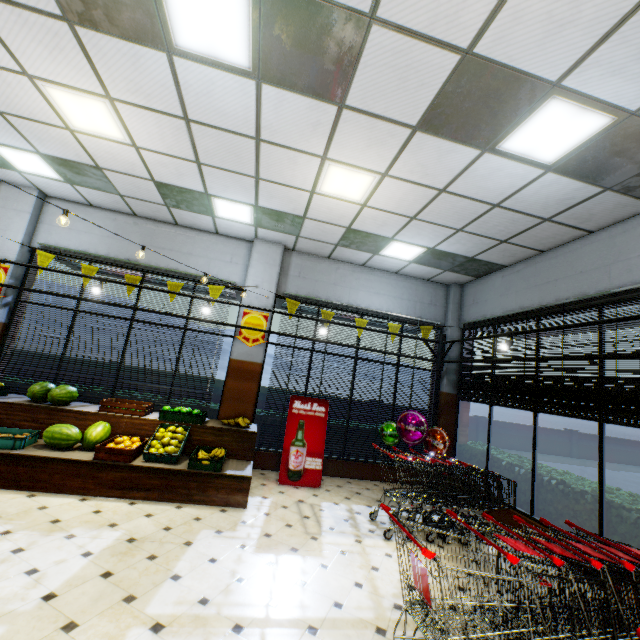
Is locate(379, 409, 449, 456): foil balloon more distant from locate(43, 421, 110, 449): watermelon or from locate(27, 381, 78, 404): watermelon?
locate(27, 381, 78, 404): watermelon

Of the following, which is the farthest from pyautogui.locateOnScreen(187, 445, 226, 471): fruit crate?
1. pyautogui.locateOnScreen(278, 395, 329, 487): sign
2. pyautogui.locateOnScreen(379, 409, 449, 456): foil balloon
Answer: pyautogui.locateOnScreen(379, 409, 449, 456): foil balloon

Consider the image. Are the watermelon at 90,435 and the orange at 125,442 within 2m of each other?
yes

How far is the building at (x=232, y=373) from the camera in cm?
672

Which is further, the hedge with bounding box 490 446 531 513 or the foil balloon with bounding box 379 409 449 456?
the foil balloon with bounding box 379 409 449 456

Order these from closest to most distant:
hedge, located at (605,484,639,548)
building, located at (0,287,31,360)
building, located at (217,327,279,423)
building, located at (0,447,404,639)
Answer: building, located at (0,447,404,639) < hedge, located at (605,484,639,548) < building, located at (0,287,31,360) < building, located at (217,327,279,423)

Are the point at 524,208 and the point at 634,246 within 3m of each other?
yes

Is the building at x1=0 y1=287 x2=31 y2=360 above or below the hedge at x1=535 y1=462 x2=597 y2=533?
above
